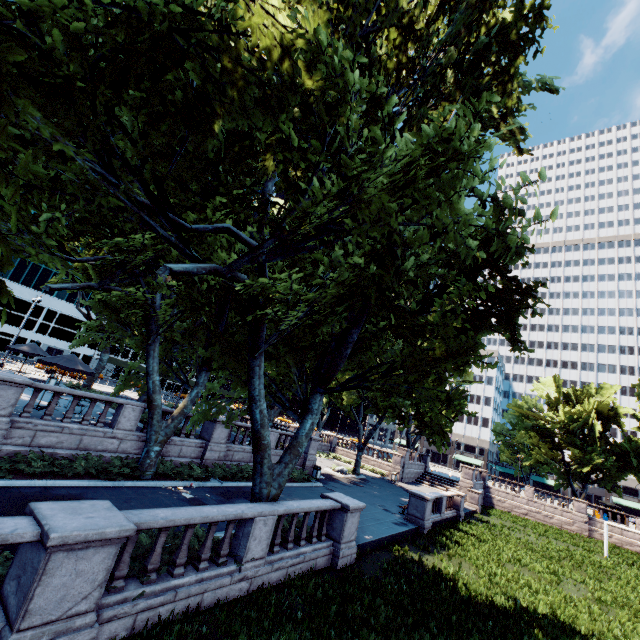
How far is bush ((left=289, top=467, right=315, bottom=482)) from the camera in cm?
2308

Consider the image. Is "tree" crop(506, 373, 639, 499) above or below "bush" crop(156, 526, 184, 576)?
above

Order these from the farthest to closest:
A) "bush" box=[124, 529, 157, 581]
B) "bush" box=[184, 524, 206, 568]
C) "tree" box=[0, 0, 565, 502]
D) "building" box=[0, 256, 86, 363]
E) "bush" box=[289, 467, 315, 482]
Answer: "building" box=[0, 256, 86, 363], "bush" box=[289, 467, 315, 482], "bush" box=[184, 524, 206, 568], "bush" box=[124, 529, 157, 581], "tree" box=[0, 0, 565, 502]

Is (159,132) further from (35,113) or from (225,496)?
(225,496)

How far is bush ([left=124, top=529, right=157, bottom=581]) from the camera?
7.0m

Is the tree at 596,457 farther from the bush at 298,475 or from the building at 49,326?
the building at 49,326

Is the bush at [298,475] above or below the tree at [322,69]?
below

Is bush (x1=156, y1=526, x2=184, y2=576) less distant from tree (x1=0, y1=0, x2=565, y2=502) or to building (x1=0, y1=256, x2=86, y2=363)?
tree (x1=0, y1=0, x2=565, y2=502)
